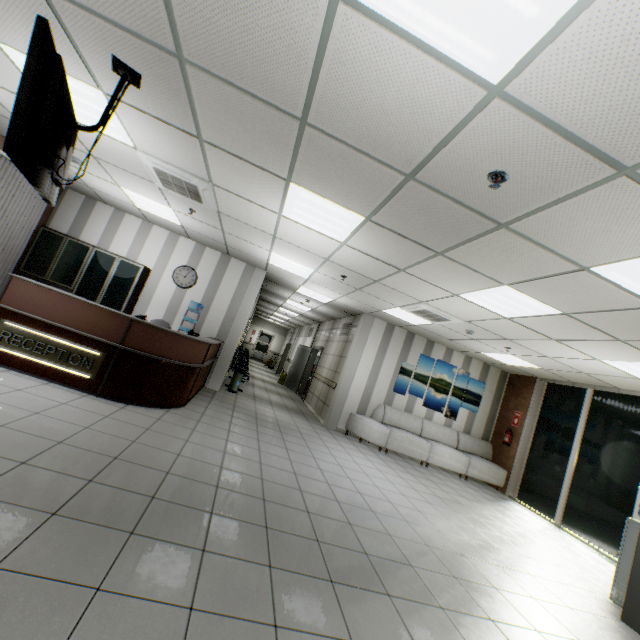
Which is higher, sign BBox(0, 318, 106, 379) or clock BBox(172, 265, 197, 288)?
clock BBox(172, 265, 197, 288)

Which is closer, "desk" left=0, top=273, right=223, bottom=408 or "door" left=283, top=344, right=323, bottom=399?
"desk" left=0, top=273, right=223, bottom=408

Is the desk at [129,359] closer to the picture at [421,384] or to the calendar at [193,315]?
the calendar at [193,315]

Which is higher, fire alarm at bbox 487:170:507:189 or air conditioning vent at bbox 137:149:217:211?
fire alarm at bbox 487:170:507:189

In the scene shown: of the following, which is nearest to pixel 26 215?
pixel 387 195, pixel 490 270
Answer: pixel 387 195

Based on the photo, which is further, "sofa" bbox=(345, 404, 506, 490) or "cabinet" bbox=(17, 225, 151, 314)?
"sofa" bbox=(345, 404, 506, 490)

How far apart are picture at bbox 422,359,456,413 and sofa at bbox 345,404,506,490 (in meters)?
0.27

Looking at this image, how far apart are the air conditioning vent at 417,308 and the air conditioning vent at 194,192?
3.98m
